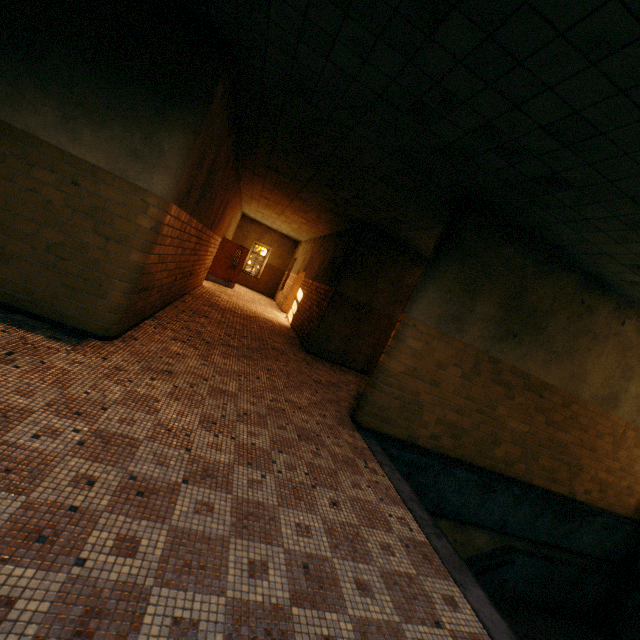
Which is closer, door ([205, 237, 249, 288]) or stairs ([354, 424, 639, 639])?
stairs ([354, 424, 639, 639])

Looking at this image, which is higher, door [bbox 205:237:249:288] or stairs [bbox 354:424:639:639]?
door [bbox 205:237:249:288]

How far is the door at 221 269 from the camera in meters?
14.6

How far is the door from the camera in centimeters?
1459cm

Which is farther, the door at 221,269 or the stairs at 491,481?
the door at 221,269

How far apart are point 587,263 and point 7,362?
7.7m
